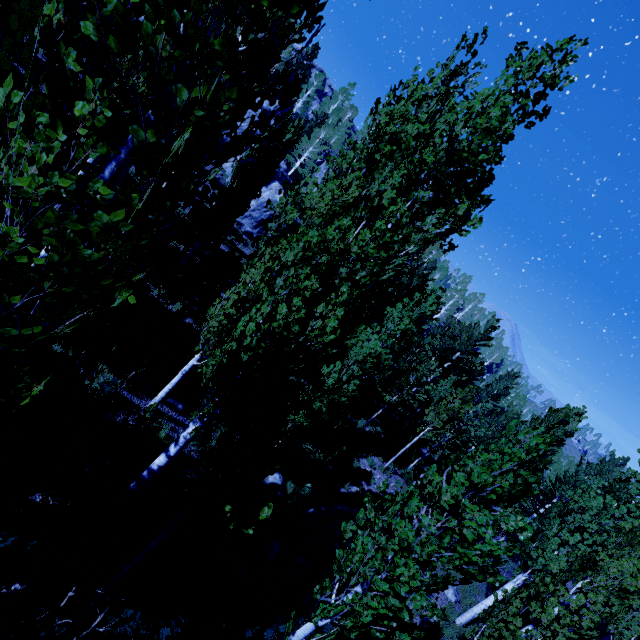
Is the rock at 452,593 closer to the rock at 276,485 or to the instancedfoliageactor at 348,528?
the instancedfoliageactor at 348,528

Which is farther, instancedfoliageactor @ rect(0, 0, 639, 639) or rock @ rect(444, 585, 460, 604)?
rock @ rect(444, 585, 460, 604)

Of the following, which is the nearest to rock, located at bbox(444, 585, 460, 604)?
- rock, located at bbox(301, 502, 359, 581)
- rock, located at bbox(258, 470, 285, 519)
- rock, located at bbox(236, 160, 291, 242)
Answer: rock, located at bbox(301, 502, 359, 581)

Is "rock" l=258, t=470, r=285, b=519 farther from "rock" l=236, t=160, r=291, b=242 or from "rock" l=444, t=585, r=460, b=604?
"rock" l=236, t=160, r=291, b=242

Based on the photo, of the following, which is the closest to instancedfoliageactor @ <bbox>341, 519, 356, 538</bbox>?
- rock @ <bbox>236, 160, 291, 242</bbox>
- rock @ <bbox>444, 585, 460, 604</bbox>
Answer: rock @ <bbox>236, 160, 291, 242</bbox>

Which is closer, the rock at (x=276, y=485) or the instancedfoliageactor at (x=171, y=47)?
the instancedfoliageactor at (x=171, y=47)

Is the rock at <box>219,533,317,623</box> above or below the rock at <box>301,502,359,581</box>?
above

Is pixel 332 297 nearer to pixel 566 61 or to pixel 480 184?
pixel 480 184
